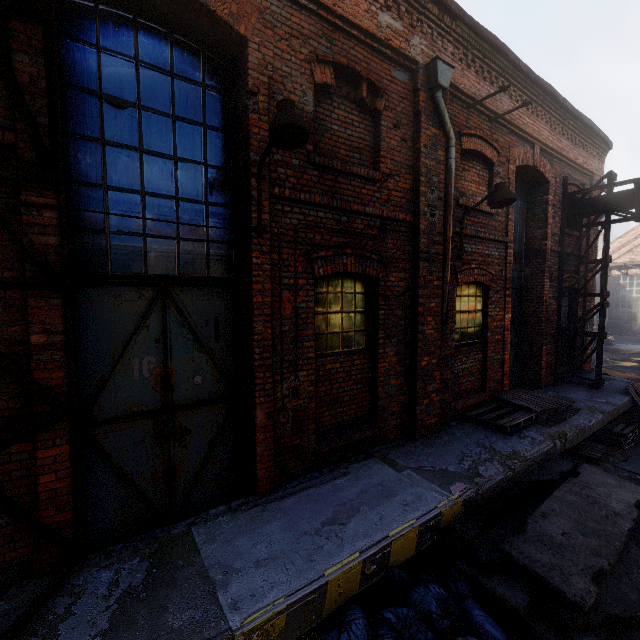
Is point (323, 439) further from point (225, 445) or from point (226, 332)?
point (226, 332)

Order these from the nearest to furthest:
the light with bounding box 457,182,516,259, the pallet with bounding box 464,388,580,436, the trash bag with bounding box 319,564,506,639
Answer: the trash bag with bounding box 319,564,506,639 < the light with bounding box 457,182,516,259 < the pallet with bounding box 464,388,580,436

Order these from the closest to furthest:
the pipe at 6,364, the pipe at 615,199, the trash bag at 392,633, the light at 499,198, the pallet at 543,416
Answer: the pipe at 6,364, the trash bag at 392,633, the light at 499,198, the pallet at 543,416, the pipe at 615,199

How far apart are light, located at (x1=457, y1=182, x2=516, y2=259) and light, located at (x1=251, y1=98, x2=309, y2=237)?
3.87m

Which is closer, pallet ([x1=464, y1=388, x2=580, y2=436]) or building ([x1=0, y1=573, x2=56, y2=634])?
building ([x1=0, y1=573, x2=56, y2=634])

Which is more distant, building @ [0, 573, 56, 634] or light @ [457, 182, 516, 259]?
light @ [457, 182, 516, 259]

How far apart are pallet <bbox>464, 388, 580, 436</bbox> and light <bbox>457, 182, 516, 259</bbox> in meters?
3.2

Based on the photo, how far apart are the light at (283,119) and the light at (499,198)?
3.87m
